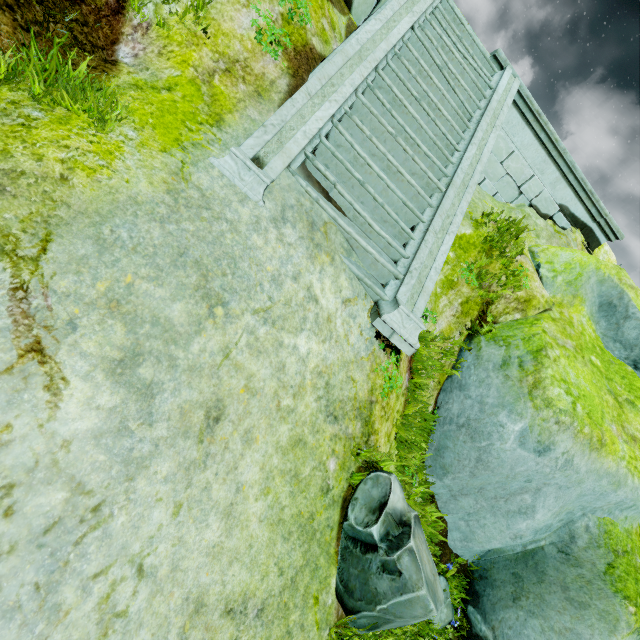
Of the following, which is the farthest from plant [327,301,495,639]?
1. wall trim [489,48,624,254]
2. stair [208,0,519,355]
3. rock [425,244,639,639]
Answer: wall trim [489,48,624,254]

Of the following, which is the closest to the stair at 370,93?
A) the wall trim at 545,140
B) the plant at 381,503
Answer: the wall trim at 545,140

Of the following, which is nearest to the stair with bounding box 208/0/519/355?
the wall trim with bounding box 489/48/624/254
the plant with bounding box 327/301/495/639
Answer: the wall trim with bounding box 489/48/624/254

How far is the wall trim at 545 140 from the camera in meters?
7.6

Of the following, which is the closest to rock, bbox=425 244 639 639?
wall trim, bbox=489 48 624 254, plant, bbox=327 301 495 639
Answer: wall trim, bbox=489 48 624 254

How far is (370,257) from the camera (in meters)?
4.34

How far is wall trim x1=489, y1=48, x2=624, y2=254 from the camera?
7.6m

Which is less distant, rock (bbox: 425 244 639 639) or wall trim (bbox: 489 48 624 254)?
rock (bbox: 425 244 639 639)
